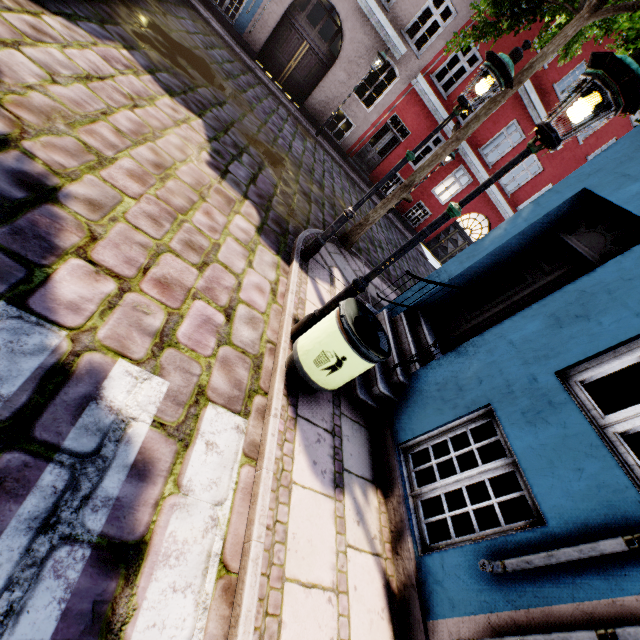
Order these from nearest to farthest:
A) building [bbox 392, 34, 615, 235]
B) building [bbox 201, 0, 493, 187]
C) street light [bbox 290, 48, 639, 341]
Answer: street light [bbox 290, 48, 639, 341], building [bbox 201, 0, 493, 187], building [bbox 392, 34, 615, 235]

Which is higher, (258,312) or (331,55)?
(331,55)

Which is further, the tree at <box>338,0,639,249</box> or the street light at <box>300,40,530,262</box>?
the tree at <box>338,0,639,249</box>

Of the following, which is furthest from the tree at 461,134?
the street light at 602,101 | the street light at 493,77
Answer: the street light at 602,101

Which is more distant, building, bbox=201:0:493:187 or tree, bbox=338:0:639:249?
building, bbox=201:0:493:187

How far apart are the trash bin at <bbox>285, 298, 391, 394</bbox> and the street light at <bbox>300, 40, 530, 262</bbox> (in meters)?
2.06

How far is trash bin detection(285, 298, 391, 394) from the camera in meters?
Answer: 3.0

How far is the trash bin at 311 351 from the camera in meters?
3.0 m
